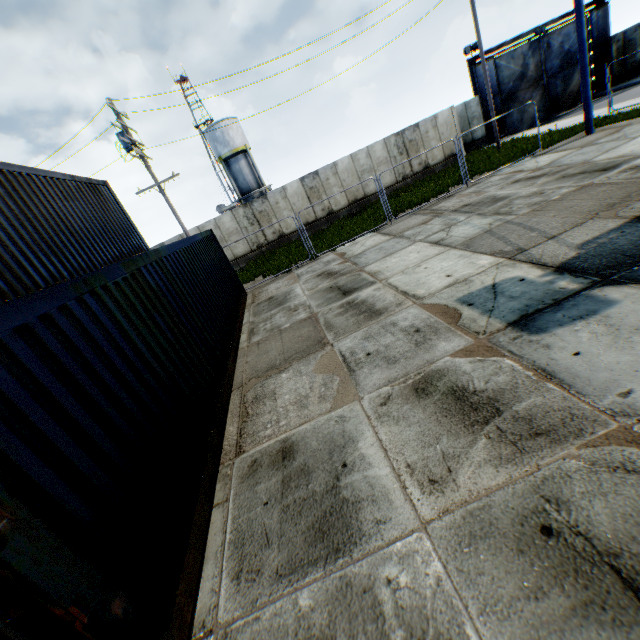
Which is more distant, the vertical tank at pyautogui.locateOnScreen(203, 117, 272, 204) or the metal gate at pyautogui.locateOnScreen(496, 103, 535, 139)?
the vertical tank at pyautogui.locateOnScreen(203, 117, 272, 204)

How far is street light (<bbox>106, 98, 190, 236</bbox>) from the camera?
14.26m

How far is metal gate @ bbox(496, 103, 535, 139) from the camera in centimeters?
2503cm

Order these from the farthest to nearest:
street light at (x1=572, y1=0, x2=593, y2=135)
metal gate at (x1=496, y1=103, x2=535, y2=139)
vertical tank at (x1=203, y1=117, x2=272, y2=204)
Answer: vertical tank at (x1=203, y1=117, x2=272, y2=204) → metal gate at (x1=496, y1=103, x2=535, y2=139) → street light at (x1=572, y1=0, x2=593, y2=135)

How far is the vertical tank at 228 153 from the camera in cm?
3422

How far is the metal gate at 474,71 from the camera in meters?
23.3 m

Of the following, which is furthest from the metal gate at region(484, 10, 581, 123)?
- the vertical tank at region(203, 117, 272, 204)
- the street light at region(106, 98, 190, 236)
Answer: the street light at region(106, 98, 190, 236)

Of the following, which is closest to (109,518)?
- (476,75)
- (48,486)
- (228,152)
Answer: (48,486)
